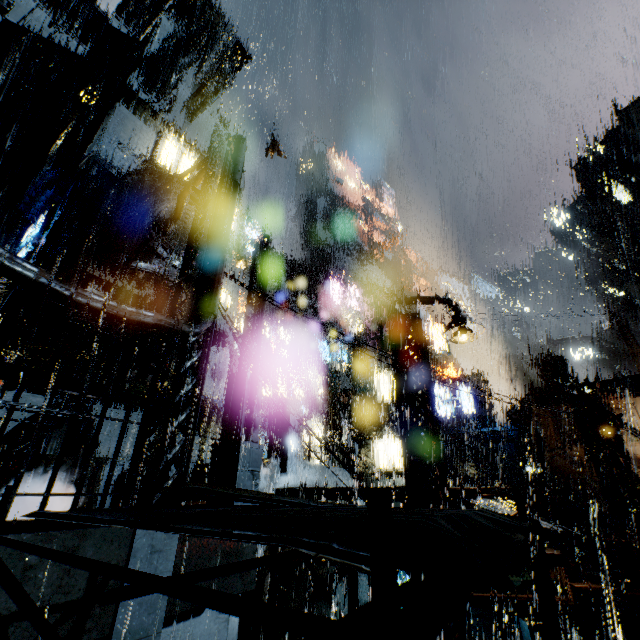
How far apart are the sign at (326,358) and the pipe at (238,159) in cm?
2129

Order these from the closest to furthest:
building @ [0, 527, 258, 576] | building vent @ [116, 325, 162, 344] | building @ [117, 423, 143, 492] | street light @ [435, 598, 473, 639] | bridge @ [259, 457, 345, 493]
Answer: building @ [0, 527, 258, 576]
building @ [117, 423, 143, 492]
street light @ [435, 598, 473, 639]
bridge @ [259, 457, 345, 493]
building vent @ [116, 325, 162, 344]

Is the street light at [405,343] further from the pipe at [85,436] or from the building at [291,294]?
the pipe at [85,436]

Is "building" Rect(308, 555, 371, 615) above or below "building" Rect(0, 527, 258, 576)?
below

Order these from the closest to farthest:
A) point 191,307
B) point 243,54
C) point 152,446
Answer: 1. point 152,446
2. point 191,307
3. point 243,54

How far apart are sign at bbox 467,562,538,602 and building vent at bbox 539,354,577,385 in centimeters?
3956cm

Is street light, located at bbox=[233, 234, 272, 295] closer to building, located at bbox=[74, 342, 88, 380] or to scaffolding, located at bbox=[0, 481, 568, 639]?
building, located at bbox=[74, 342, 88, 380]

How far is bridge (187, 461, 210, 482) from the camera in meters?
12.2 m
